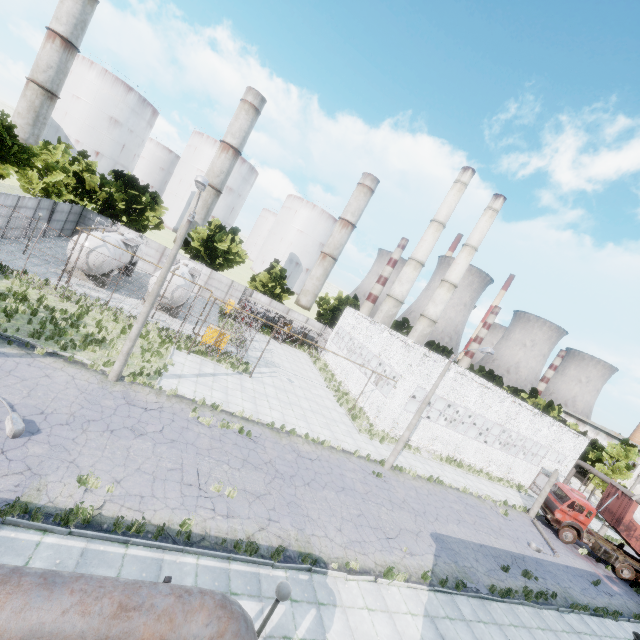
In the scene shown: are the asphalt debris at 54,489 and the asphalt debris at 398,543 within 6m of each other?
no

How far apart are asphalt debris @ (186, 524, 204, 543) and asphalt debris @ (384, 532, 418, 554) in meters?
8.8

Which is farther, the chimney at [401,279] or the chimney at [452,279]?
the chimney at [452,279]

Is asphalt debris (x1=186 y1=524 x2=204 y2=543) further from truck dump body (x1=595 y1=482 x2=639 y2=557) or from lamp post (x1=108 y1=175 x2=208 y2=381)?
truck dump body (x1=595 y1=482 x2=639 y2=557)

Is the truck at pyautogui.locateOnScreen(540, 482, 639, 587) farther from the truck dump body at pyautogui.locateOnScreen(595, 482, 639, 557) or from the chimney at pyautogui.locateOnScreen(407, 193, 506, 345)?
the chimney at pyautogui.locateOnScreen(407, 193, 506, 345)

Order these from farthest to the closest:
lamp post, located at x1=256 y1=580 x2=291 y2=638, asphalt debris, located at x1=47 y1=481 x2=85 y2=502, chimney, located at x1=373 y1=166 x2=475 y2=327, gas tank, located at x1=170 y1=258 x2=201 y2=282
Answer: chimney, located at x1=373 y1=166 x2=475 y2=327 < gas tank, located at x1=170 y1=258 x2=201 y2=282 < asphalt debris, located at x1=47 y1=481 x2=85 y2=502 < lamp post, located at x1=256 y1=580 x2=291 y2=638

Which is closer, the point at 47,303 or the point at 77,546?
the point at 77,546

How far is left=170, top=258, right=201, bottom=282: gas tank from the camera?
27.3m
